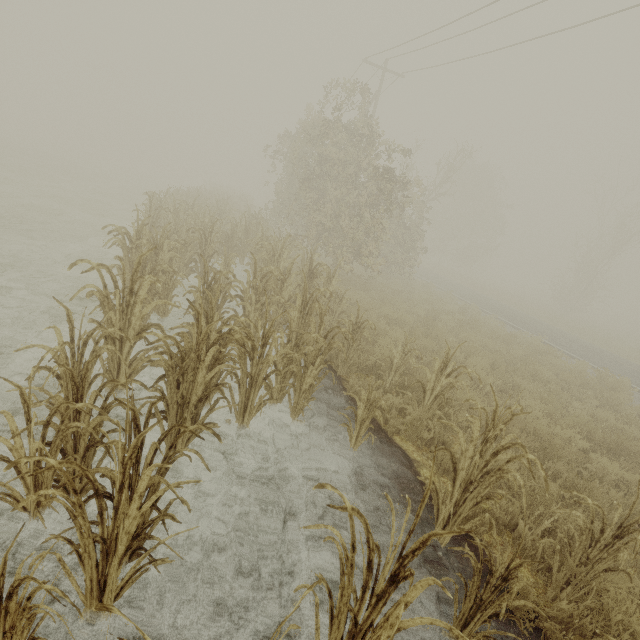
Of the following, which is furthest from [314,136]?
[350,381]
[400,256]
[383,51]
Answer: [350,381]

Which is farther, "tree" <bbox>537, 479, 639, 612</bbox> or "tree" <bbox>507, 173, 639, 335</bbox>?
"tree" <bbox>507, 173, 639, 335</bbox>

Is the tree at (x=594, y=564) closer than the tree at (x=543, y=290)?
Yes

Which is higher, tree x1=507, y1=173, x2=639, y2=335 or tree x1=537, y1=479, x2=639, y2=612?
tree x1=507, y1=173, x2=639, y2=335

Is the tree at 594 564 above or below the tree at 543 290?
below
